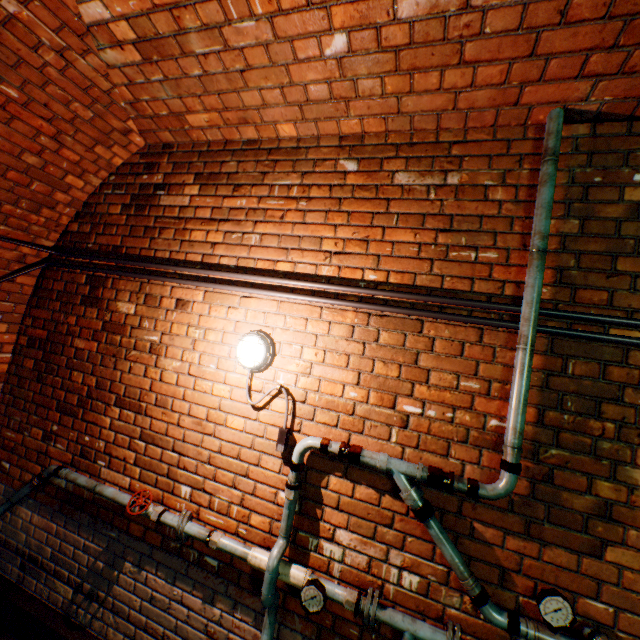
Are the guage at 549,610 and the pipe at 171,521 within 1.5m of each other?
no

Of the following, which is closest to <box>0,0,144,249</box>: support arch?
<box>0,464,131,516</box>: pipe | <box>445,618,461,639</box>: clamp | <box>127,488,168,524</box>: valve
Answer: <box>0,464,131,516</box>: pipe

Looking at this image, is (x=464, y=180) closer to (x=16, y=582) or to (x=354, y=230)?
(x=354, y=230)

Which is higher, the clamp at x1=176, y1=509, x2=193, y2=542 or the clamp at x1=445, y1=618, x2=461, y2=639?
the clamp at x1=445, y1=618, x2=461, y2=639

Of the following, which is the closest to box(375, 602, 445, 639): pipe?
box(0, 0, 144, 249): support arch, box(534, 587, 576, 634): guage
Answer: box(534, 587, 576, 634): guage

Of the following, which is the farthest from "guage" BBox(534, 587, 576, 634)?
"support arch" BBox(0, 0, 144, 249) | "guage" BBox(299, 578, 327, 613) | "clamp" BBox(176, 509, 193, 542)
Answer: "support arch" BBox(0, 0, 144, 249)

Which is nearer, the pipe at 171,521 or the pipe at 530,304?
the pipe at 530,304

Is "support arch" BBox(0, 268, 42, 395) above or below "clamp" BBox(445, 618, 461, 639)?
above
